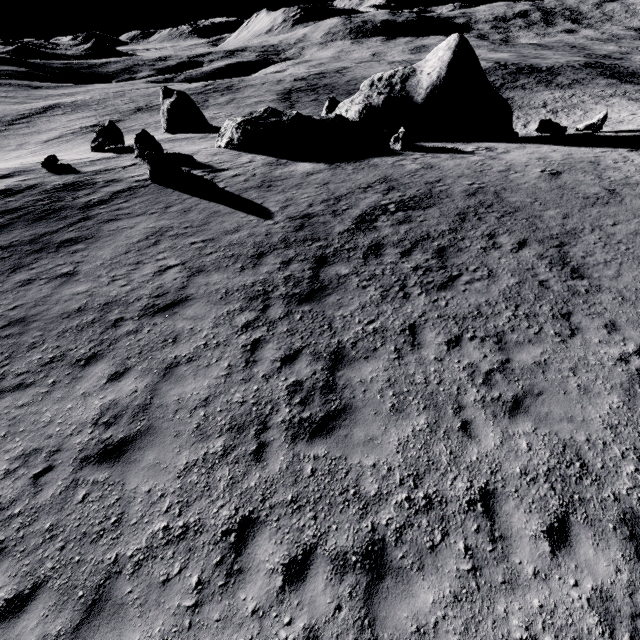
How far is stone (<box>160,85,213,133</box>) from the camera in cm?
3591

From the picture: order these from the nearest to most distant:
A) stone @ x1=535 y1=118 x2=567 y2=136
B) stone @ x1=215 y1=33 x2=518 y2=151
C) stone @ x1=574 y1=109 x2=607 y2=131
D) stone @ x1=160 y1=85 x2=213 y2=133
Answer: stone @ x1=215 y1=33 x2=518 y2=151
stone @ x1=535 y1=118 x2=567 y2=136
stone @ x1=574 y1=109 x2=607 y2=131
stone @ x1=160 y1=85 x2=213 y2=133

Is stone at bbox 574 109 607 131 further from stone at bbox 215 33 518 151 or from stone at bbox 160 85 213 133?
stone at bbox 160 85 213 133

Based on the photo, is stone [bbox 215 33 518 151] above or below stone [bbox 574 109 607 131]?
above

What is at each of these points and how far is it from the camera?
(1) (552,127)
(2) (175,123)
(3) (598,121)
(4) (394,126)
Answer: (1) stone, 24.31m
(2) stone, 36.50m
(3) stone, 24.98m
(4) stone, 24.69m

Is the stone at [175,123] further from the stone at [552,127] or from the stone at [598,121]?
the stone at [598,121]

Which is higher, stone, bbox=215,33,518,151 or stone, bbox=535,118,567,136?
stone, bbox=215,33,518,151
